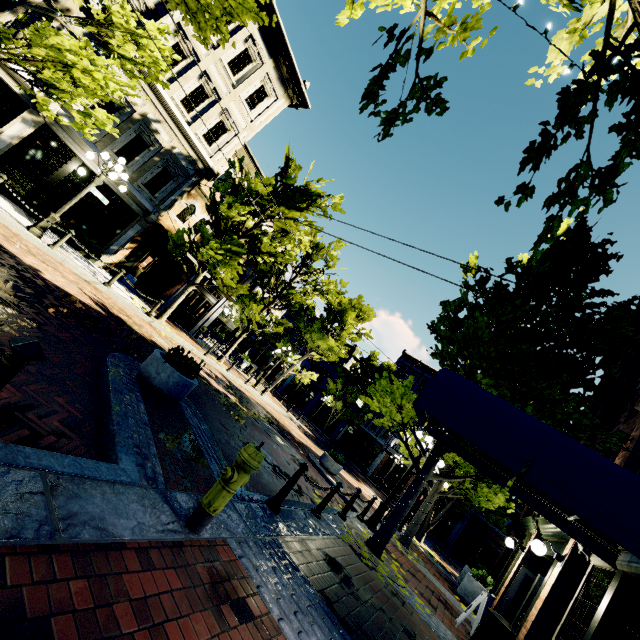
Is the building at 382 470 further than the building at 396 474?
Yes

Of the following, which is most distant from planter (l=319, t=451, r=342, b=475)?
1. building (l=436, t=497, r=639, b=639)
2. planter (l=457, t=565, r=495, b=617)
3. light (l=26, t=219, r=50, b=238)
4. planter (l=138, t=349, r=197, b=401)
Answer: light (l=26, t=219, r=50, b=238)

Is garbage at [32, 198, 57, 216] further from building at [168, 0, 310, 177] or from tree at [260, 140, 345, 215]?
tree at [260, 140, 345, 215]

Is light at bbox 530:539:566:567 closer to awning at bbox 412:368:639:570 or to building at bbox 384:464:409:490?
awning at bbox 412:368:639:570

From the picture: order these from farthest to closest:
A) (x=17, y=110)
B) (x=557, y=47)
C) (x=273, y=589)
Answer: (x=17, y=110)
(x=273, y=589)
(x=557, y=47)

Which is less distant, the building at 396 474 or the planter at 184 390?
the planter at 184 390

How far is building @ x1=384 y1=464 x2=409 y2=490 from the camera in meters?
33.4

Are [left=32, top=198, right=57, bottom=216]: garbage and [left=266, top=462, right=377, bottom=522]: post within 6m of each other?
no
